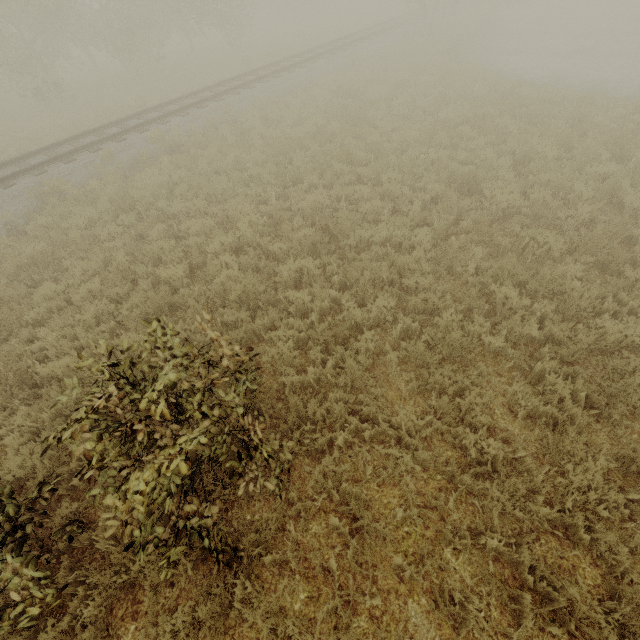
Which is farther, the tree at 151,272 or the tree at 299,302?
the tree at 151,272

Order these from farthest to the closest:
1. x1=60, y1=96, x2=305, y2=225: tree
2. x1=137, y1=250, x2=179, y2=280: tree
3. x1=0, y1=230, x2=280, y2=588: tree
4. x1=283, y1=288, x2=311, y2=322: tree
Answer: x1=60, y1=96, x2=305, y2=225: tree, x1=137, y1=250, x2=179, y2=280: tree, x1=283, y1=288, x2=311, y2=322: tree, x1=0, y1=230, x2=280, y2=588: tree

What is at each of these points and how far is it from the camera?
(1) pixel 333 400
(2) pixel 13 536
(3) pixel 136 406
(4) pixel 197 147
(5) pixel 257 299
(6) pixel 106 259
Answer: (1) tree, 4.6m
(2) tree, 3.4m
(3) tree, 3.2m
(4) tree, 11.8m
(5) tree, 6.4m
(6) tree, 7.5m

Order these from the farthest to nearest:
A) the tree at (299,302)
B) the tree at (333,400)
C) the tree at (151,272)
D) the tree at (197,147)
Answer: the tree at (197,147) → the tree at (151,272) → the tree at (299,302) → the tree at (333,400)

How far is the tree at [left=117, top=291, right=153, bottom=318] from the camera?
6.26m

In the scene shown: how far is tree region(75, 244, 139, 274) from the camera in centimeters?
713cm
